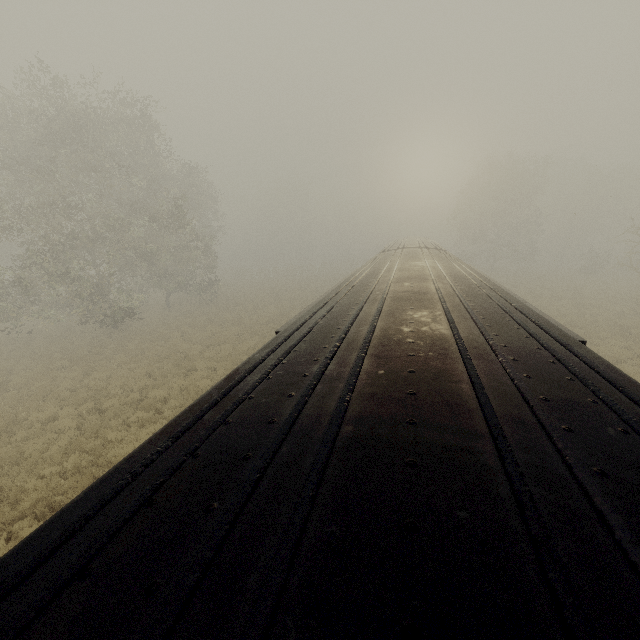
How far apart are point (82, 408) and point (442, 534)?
15.6 meters

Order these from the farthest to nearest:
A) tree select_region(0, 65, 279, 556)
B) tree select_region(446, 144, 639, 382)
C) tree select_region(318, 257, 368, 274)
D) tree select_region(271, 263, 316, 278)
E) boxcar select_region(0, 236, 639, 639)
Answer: tree select_region(318, 257, 368, 274) → tree select_region(271, 263, 316, 278) → tree select_region(446, 144, 639, 382) → tree select_region(0, 65, 279, 556) → boxcar select_region(0, 236, 639, 639)

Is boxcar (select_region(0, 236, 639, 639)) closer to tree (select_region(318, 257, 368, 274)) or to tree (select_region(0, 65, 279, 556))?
tree (select_region(318, 257, 368, 274))

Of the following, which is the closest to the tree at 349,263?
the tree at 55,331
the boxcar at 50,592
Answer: the tree at 55,331

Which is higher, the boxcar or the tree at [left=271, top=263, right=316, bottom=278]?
the boxcar

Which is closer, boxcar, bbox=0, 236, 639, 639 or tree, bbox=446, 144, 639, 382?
boxcar, bbox=0, 236, 639, 639

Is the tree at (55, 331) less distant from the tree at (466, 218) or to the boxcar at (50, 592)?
the tree at (466, 218)
